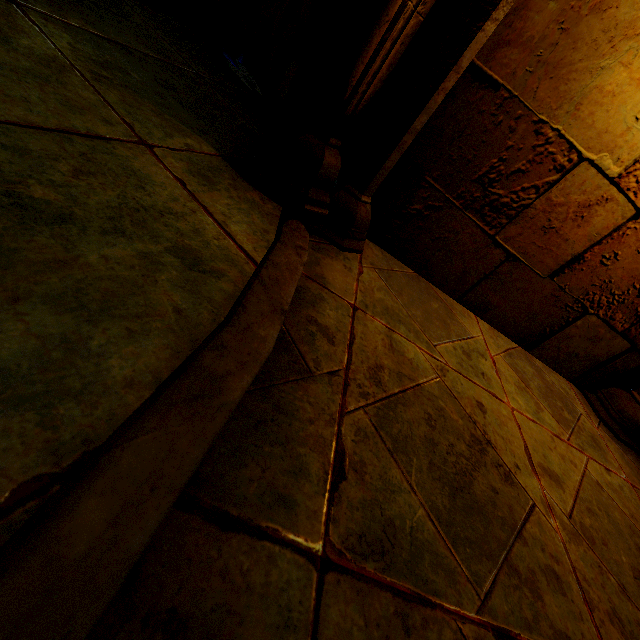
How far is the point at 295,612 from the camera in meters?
0.7 m
